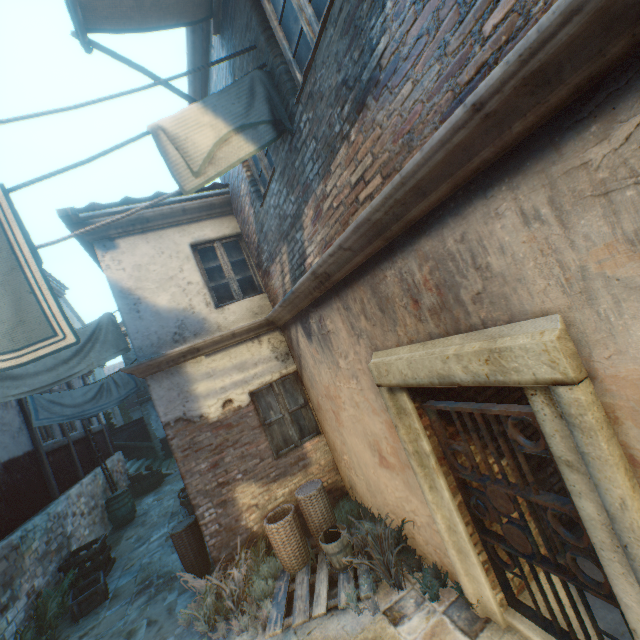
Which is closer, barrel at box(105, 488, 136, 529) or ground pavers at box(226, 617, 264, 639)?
ground pavers at box(226, 617, 264, 639)

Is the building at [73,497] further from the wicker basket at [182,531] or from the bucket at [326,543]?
the bucket at [326,543]

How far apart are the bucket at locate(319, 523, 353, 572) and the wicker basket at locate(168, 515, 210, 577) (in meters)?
2.61

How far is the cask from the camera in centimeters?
1343cm

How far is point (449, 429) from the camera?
3.3 meters

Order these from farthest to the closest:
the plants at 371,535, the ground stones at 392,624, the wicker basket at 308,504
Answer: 1. the wicker basket at 308,504
2. the plants at 371,535
3. the ground stones at 392,624

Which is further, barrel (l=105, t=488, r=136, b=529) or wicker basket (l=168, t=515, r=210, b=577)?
barrel (l=105, t=488, r=136, b=529)

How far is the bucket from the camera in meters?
4.4
